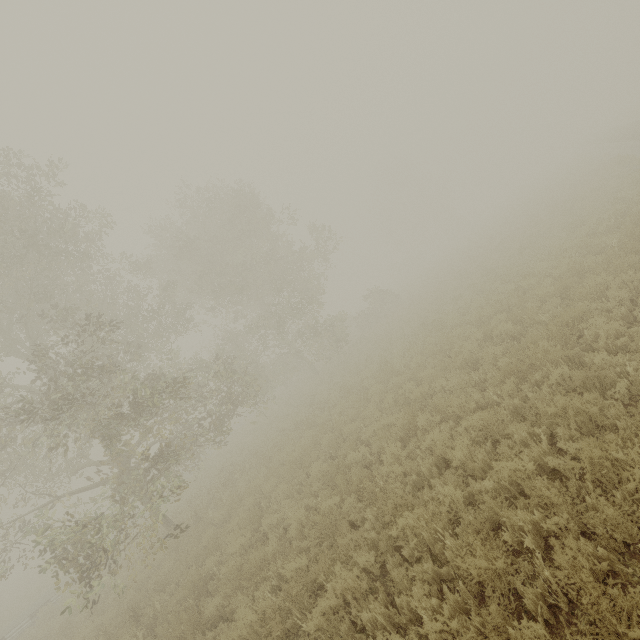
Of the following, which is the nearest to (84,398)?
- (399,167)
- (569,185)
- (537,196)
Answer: (569,185)
